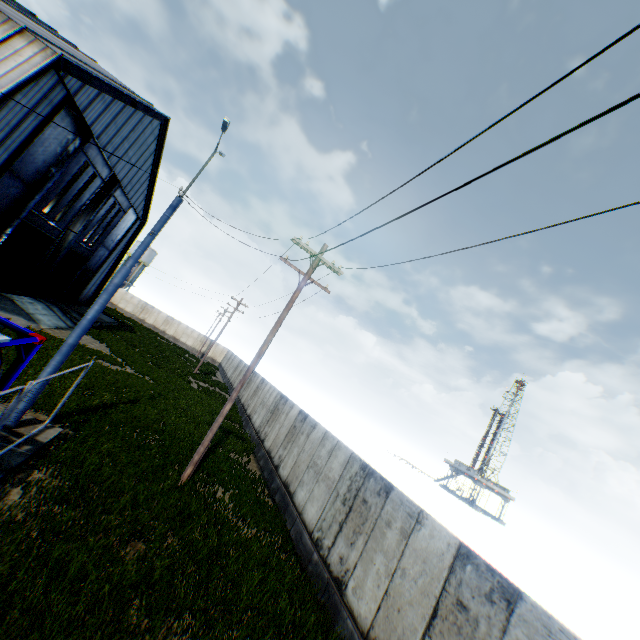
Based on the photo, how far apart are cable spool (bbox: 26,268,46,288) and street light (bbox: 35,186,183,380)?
23.6m

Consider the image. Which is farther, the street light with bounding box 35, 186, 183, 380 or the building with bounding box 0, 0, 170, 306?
the building with bounding box 0, 0, 170, 306

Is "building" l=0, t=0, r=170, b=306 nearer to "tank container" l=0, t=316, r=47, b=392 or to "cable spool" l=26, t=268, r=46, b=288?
"cable spool" l=26, t=268, r=46, b=288

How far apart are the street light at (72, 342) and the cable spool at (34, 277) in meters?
23.6 m

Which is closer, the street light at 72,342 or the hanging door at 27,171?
the street light at 72,342

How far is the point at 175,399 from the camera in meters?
19.8

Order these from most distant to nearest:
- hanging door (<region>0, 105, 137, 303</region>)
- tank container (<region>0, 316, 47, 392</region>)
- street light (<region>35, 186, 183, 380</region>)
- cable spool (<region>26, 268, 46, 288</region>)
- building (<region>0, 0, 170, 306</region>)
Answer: cable spool (<region>26, 268, 46, 288</region>) < hanging door (<region>0, 105, 137, 303</region>) < building (<region>0, 0, 170, 306</region>) < street light (<region>35, 186, 183, 380</region>) < tank container (<region>0, 316, 47, 392</region>)

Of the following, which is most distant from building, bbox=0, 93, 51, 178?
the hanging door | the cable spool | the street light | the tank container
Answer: the street light
